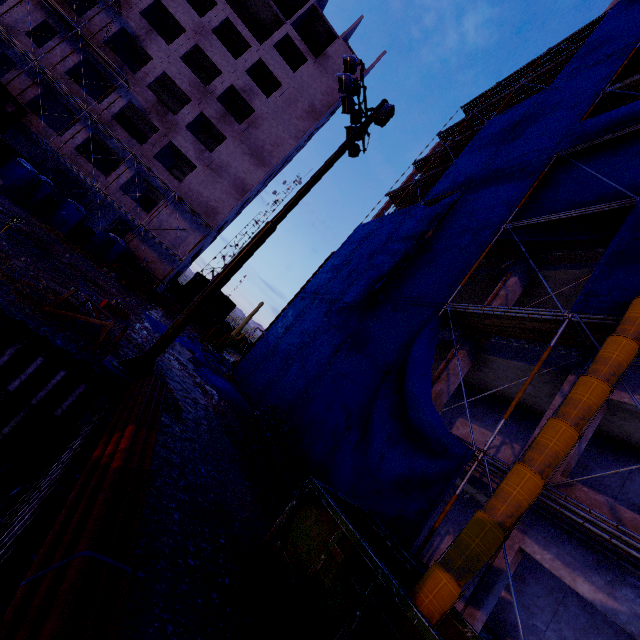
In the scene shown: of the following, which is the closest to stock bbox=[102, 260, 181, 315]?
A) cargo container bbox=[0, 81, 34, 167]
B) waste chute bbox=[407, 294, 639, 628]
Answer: cargo container bbox=[0, 81, 34, 167]

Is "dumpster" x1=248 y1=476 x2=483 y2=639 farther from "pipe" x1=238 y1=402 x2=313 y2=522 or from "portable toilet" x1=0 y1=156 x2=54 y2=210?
"portable toilet" x1=0 y1=156 x2=54 y2=210

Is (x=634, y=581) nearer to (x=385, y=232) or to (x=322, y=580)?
(x=322, y=580)

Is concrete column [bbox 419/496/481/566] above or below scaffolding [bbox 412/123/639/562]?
below

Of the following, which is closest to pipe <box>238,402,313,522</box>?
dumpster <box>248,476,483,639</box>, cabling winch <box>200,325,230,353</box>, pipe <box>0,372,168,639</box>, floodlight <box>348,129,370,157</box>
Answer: dumpster <box>248,476,483,639</box>

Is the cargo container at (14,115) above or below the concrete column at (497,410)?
below

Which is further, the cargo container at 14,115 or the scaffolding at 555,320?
the cargo container at 14,115

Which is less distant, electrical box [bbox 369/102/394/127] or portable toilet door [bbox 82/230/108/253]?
electrical box [bbox 369/102/394/127]
